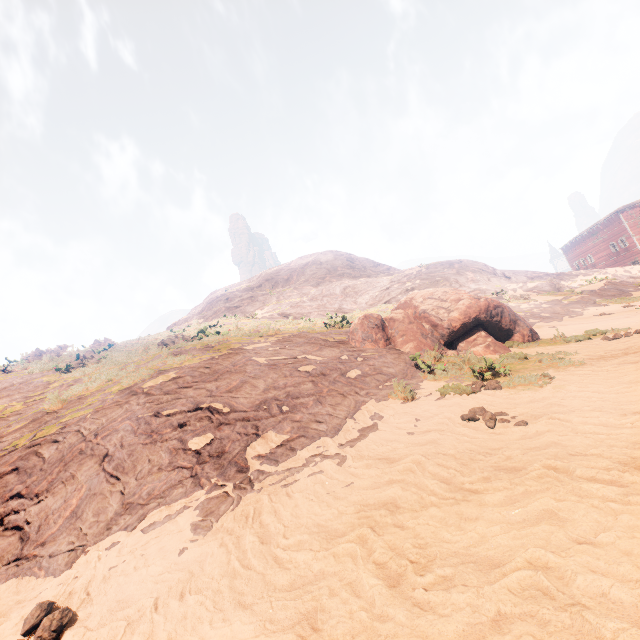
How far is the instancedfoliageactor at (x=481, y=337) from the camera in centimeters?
912cm

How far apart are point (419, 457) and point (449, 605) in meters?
2.2 m

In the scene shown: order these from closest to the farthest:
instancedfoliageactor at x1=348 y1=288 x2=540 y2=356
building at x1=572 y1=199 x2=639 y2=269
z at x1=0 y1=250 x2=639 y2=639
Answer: z at x1=0 y1=250 x2=639 y2=639
instancedfoliageactor at x1=348 y1=288 x2=540 y2=356
building at x1=572 y1=199 x2=639 y2=269

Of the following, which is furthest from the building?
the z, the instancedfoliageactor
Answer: the instancedfoliageactor

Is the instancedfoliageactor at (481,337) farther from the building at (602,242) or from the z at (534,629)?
the building at (602,242)

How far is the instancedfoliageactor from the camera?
9.1m

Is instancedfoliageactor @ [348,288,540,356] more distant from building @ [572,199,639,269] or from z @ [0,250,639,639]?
building @ [572,199,639,269]
